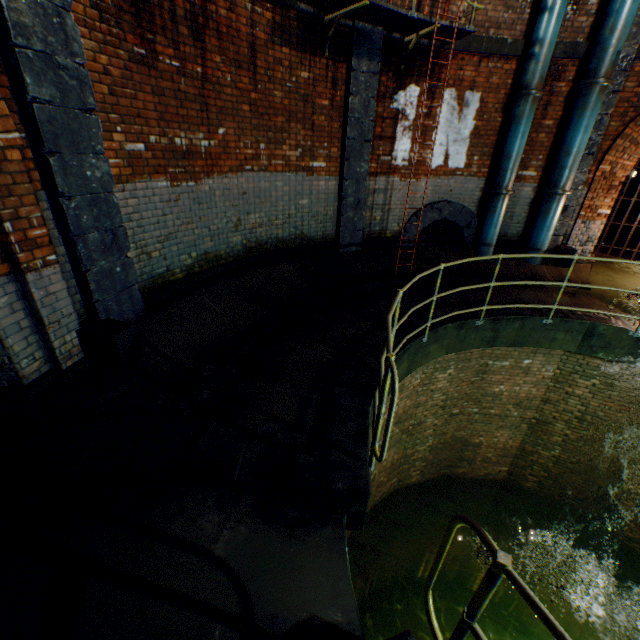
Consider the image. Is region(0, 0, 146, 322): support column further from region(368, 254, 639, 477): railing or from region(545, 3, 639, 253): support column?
region(545, 3, 639, 253): support column

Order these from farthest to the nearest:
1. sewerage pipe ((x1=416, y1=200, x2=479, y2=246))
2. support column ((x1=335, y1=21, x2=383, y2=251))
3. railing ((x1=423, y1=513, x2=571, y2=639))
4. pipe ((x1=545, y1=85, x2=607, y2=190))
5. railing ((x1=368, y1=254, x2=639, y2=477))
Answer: sewerage pipe ((x1=416, y1=200, x2=479, y2=246)) → pipe ((x1=545, y1=85, x2=607, y2=190)) → support column ((x1=335, y1=21, x2=383, y2=251)) → railing ((x1=368, y1=254, x2=639, y2=477)) → railing ((x1=423, y1=513, x2=571, y2=639))

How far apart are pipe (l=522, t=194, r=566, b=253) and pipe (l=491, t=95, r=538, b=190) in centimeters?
81cm

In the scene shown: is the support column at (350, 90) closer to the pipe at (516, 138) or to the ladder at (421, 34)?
the ladder at (421, 34)

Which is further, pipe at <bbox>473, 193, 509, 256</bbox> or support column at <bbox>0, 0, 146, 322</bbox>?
pipe at <bbox>473, 193, 509, 256</bbox>

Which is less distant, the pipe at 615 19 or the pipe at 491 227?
the pipe at 615 19

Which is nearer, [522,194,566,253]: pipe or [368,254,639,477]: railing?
[368,254,639,477]: railing

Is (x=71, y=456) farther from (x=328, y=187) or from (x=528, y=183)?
(x=528, y=183)
